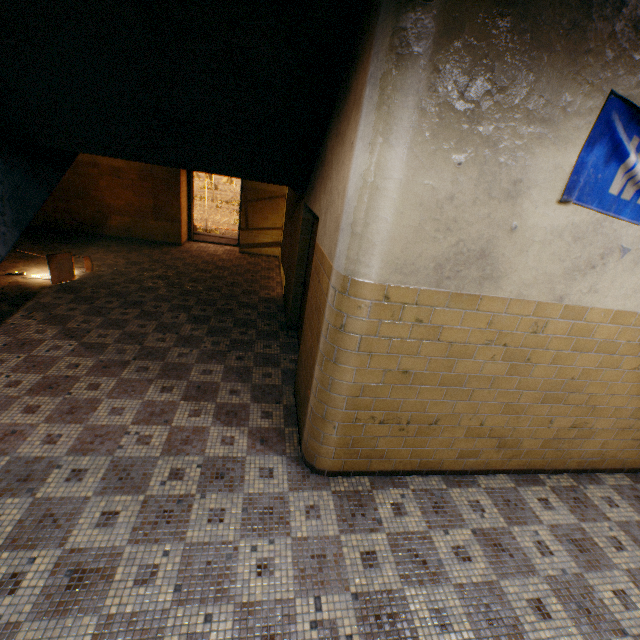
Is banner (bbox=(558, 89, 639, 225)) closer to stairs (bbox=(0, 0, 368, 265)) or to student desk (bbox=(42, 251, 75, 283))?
stairs (bbox=(0, 0, 368, 265))

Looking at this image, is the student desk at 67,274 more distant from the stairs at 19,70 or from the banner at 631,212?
the banner at 631,212

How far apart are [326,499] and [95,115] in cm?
456

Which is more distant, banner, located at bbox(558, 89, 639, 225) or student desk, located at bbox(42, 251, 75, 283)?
student desk, located at bbox(42, 251, 75, 283)

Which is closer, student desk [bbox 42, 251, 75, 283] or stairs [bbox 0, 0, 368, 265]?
stairs [bbox 0, 0, 368, 265]

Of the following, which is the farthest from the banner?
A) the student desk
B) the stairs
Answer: the student desk

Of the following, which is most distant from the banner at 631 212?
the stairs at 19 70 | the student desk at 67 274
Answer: the student desk at 67 274
